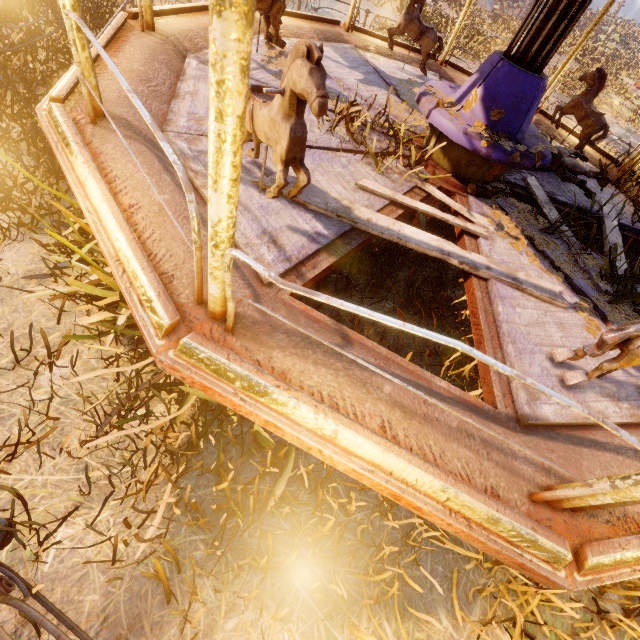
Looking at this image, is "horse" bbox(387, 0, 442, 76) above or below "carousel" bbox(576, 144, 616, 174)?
above

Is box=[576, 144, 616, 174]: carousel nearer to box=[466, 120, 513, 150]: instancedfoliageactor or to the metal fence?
box=[466, 120, 513, 150]: instancedfoliageactor

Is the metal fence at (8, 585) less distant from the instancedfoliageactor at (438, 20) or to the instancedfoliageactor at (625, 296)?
the instancedfoliageactor at (625, 296)

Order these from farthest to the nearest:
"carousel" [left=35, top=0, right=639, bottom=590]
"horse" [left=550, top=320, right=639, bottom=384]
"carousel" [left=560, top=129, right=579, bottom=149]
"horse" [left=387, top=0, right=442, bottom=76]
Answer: "carousel" [left=560, top=129, right=579, bottom=149] → "horse" [left=387, top=0, right=442, bottom=76] → "horse" [left=550, top=320, right=639, bottom=384] → "carousel" [left=35, top=0, right=639, bottom=590]

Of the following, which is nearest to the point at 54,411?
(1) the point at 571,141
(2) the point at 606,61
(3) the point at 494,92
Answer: (3) the point at 494,92

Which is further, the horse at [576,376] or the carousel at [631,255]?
the carousel at [631,255]

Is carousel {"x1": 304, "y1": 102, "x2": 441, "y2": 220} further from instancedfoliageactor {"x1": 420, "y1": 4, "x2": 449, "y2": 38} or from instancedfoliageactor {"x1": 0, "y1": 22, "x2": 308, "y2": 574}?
instancedfoliageactor {"x1": 420, "y1": 4, "x2": 449, "y2": 38}

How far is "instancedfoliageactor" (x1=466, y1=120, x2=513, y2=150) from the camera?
3.0 meters
